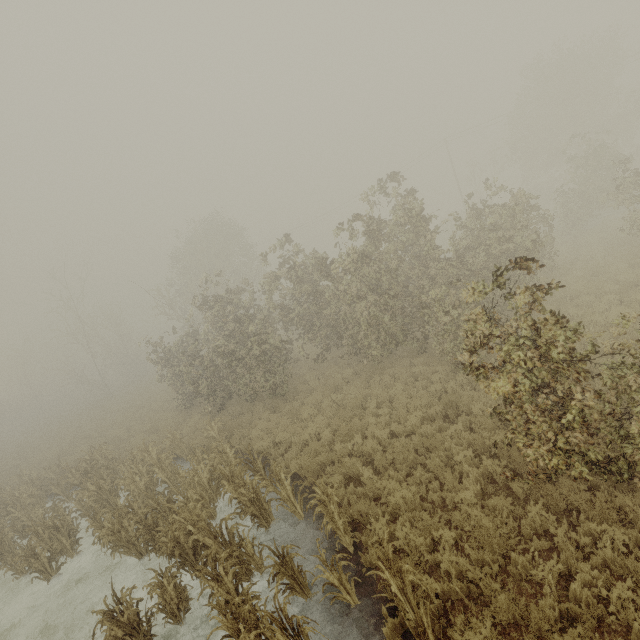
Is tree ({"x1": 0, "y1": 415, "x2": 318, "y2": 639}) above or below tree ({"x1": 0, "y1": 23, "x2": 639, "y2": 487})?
below

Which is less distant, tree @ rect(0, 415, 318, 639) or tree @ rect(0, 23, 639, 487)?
tree @ rect(0, 23, 639, 487)

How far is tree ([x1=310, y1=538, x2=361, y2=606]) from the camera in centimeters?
562cm

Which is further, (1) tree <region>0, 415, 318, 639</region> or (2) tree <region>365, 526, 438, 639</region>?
(1) tree <region>0, 415, 318, 639</region>

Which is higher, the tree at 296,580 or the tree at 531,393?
the tree at 531,393

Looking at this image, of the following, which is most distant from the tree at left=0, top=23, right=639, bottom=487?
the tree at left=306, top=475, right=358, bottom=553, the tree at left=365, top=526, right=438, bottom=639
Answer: the tree at left=365, top=526, right=438, bottom=639

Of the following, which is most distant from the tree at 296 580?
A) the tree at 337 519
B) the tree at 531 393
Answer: the tree at 531 393

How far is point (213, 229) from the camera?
33.16m
